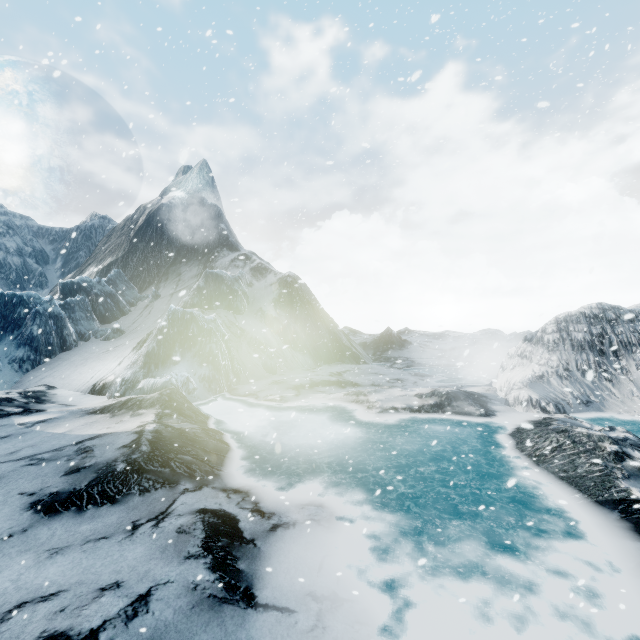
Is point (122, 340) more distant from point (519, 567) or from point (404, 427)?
point (519, 567)
